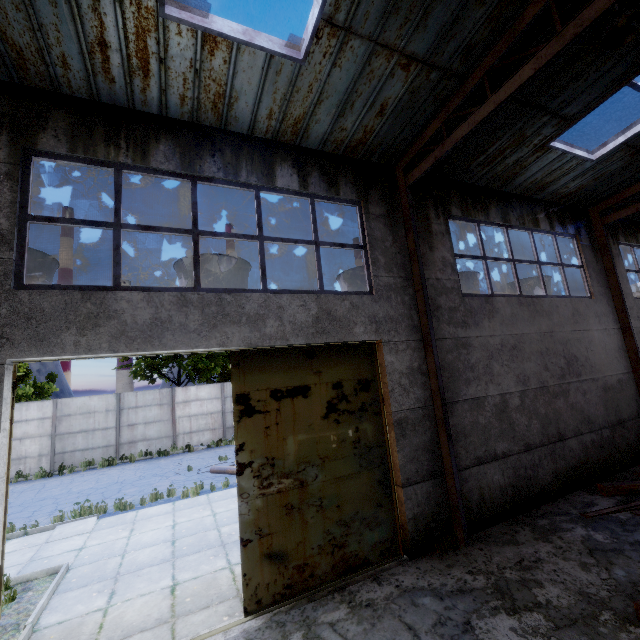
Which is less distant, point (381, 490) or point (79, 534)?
point (381, 490)

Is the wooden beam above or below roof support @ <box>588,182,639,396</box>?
below

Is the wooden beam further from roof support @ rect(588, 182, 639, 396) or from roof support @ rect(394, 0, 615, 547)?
roof support @ rect(394, 0, 615, 547)

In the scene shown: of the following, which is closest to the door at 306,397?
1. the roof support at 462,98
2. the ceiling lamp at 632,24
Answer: the roof support at 462,98

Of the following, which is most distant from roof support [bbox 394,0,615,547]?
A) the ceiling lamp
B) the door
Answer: the door

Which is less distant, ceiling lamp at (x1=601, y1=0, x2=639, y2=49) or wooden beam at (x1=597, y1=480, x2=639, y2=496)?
ceiling lamp at (x1=601, y1=0, x2=639, y2=49)

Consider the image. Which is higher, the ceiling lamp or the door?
the ceiling lamp

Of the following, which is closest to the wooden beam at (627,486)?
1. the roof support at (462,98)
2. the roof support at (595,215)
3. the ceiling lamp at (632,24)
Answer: the roof support at (595,215)
